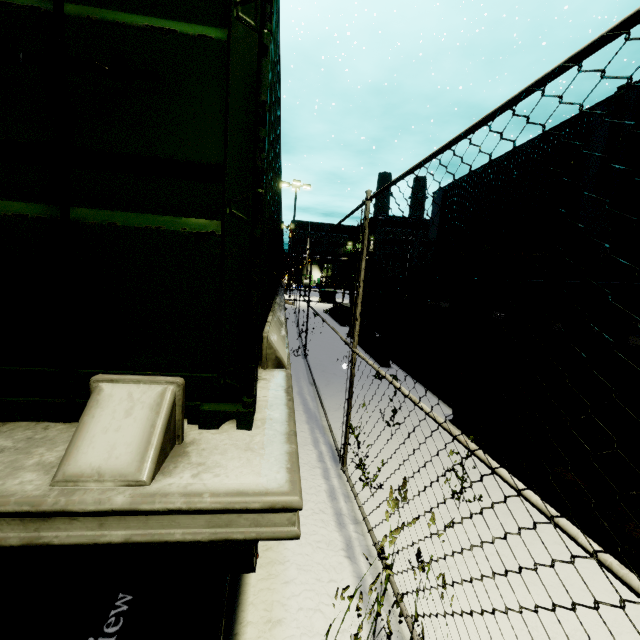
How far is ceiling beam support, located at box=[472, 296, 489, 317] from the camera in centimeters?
696cm

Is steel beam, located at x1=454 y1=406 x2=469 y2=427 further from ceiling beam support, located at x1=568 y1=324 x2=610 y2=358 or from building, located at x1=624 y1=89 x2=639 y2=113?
building, located at x1=624 y1=89 x2=639 y2=113

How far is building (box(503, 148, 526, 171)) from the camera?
9.80m

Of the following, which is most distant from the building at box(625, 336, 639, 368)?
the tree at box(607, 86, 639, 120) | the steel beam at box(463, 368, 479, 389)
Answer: the steel beam at box(463, 368, 479, 389)

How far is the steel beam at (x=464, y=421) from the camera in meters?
5.0 m

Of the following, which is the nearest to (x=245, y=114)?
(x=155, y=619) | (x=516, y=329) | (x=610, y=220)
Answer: (x=155, y=619)

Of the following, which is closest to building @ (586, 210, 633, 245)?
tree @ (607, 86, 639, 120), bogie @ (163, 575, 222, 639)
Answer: tree @ (607, 86, 639, 120)

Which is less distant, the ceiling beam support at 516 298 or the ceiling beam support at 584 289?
the ceiling beam support at 584 289
